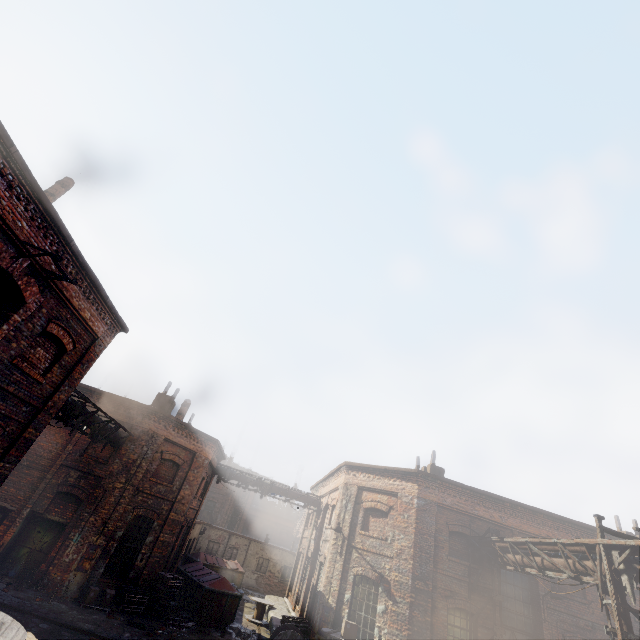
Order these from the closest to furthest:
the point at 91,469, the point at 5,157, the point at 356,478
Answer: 1. the point at 5,157
2. the point at 91,469
3. the point at 356,478

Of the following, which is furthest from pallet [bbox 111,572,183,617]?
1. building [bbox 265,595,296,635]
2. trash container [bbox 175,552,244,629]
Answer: building [bbox 265,595,296,635]

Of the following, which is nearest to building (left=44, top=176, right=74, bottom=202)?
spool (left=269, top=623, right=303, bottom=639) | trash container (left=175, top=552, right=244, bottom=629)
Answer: spool (left=269, top=623, right=303, bottom=639)

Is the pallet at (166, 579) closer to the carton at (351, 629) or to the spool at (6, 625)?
the spool at (6, 625)

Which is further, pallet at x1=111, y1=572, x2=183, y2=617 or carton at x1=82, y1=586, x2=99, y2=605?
pallet at x1=111, y1=572, x2=183, y2=617

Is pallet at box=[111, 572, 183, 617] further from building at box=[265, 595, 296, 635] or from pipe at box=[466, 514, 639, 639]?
pipe at box=[466, 514, 639, 639]

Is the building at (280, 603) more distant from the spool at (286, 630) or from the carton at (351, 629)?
the carton at (351, 629)

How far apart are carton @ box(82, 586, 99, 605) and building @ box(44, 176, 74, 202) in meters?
14.1
